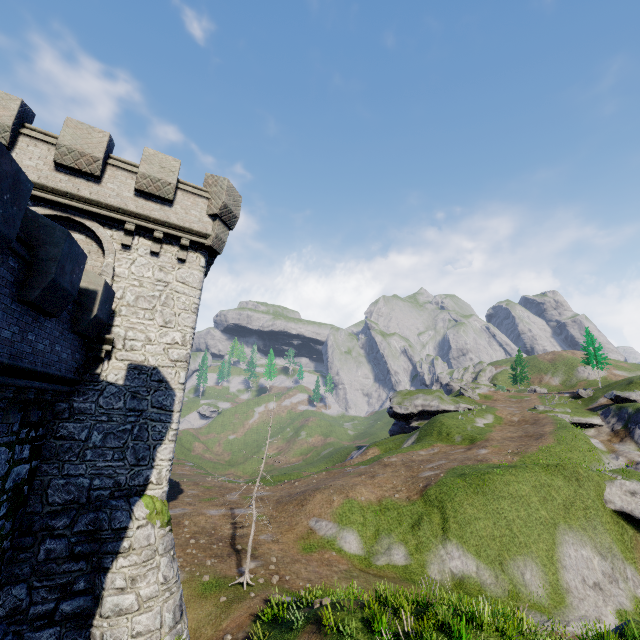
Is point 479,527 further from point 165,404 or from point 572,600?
point 165,404
